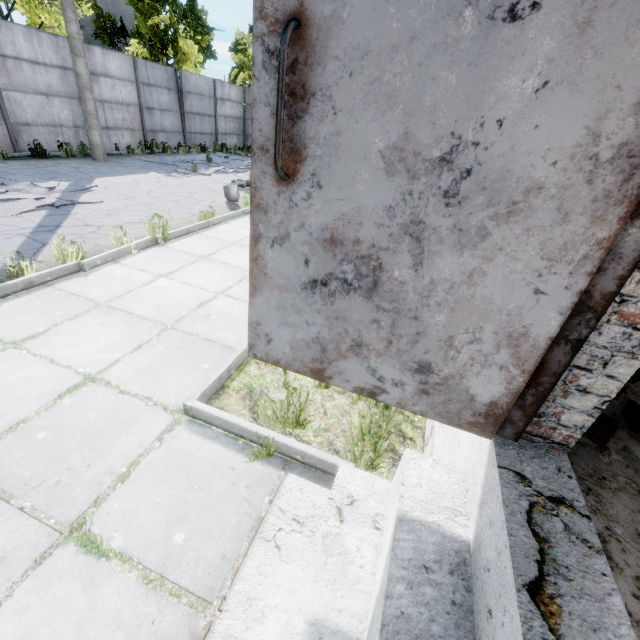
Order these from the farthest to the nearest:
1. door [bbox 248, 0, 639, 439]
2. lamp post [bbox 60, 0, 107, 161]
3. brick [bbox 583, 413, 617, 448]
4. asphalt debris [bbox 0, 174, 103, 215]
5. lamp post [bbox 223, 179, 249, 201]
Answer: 1. lamp post [bbox 60, 0, 107, 161]
2. lamp post [bbox 223, 179, 249, 201]
3. asphalt debris [bbox 0, 174, 103, 215]
4. brick [bbox 583, 413, 617, 448]
5. door [bbox 248, 0, 639, 439]

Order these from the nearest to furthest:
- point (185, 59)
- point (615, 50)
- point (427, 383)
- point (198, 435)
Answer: point (615, 50), point (427, 383), point (198, 435), point (185, 59)

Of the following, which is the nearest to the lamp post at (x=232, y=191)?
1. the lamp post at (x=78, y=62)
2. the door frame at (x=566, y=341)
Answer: the lamp post at (x=78, y=62)

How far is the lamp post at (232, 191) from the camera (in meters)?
8.67

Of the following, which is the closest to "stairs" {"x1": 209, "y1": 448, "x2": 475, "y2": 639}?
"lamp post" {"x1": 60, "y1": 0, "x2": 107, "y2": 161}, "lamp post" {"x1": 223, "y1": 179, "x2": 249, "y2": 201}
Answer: "lamp post" {"x1": 223, "y1": 179, "x2": 249, "y2": 201}

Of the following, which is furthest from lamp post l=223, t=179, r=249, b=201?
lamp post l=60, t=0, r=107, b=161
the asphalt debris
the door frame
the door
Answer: the door frame

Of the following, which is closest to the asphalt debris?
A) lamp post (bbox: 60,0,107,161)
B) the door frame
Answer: lamp post (bbox: 60,0,107,161)

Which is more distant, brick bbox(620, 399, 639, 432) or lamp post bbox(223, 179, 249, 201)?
lamp post bbox(223, 179, 249, 201)
